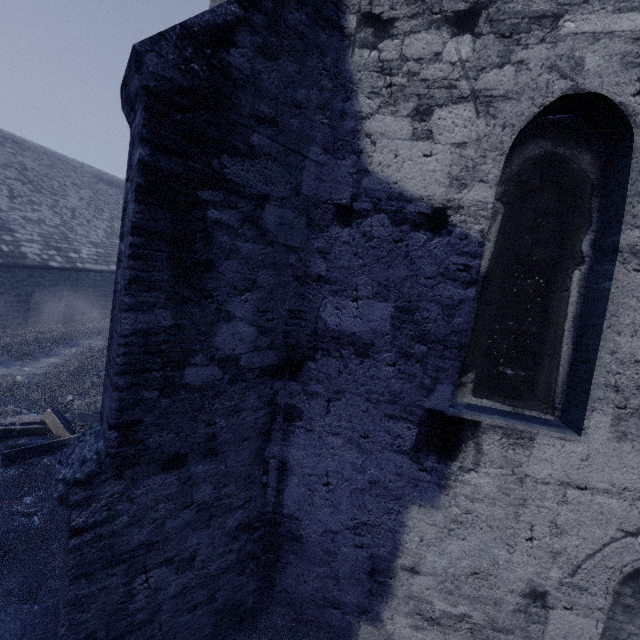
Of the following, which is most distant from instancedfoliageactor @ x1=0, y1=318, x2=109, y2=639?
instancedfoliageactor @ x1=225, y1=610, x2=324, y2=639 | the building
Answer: the building

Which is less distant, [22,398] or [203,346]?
[203,346]

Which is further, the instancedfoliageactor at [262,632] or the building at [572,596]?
the instancedfoliageactor at [262,632]

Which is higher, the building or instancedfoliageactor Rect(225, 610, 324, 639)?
the building

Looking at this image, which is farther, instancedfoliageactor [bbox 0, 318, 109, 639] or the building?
instancedfoliageactor [bbox 0, 318, 109, 639]

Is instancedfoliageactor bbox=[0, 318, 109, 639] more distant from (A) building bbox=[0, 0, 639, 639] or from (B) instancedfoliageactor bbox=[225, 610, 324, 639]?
(A) building bbox=[0, 0, 639, 639]

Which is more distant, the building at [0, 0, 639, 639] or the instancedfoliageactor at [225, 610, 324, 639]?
the instancedfoliageactor at [225, 610, 324, 639]

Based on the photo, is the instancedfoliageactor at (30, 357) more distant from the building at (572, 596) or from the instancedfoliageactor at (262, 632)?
the building at (572, 596)
